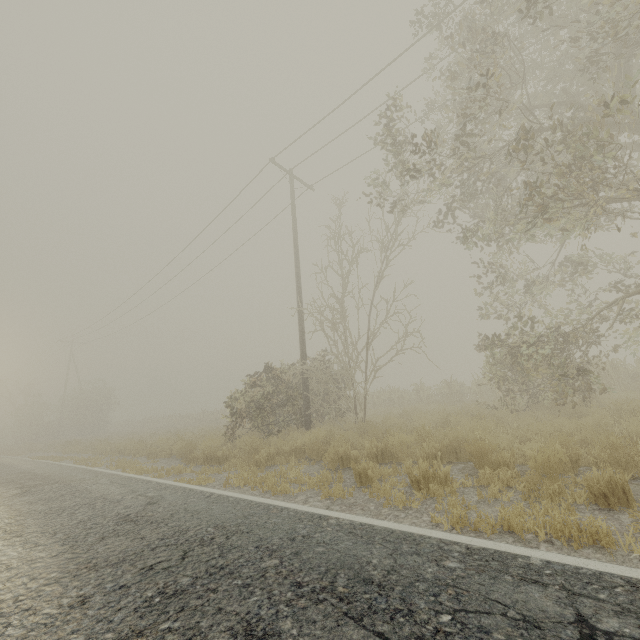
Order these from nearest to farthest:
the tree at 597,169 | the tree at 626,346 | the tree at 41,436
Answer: the tree at 597,169, the tree at 626,346, the tree at 41,436

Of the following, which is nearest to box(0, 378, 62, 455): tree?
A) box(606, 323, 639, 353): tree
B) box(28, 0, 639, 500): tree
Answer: box(28, 0, 639, 500): tree

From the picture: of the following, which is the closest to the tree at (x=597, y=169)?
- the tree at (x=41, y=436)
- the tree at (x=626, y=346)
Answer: the tree at (x=626, y=346)

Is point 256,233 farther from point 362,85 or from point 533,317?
point 533,317

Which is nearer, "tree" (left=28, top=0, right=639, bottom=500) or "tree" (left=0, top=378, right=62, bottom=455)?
"tree" (left=28, top=0, right=639, bottom=500)

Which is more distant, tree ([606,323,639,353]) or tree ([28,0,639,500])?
tree ([606,323,639,353])

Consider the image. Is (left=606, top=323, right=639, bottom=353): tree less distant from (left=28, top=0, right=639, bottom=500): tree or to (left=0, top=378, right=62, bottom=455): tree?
(left=28, top=0, right=639, bottom=500): tree
